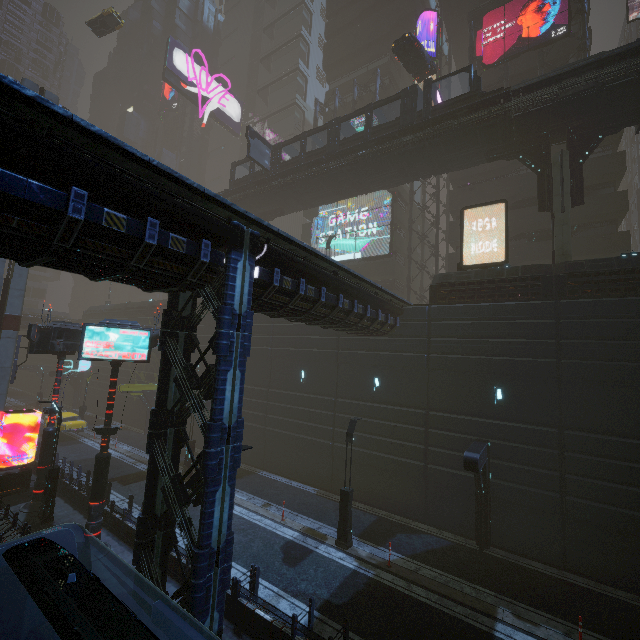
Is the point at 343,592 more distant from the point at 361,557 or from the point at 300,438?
the point at 300,438

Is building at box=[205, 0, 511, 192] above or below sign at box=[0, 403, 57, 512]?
above

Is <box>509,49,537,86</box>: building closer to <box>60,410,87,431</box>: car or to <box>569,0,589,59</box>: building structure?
<box>569,0,589,59</box>: building structure

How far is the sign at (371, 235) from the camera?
32.41m

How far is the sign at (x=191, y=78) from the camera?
45.5m

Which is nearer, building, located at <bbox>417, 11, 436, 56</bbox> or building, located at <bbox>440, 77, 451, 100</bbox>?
building, located at <bbox>440, 77, 451, 100</bbox>

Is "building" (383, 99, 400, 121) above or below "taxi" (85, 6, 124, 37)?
below

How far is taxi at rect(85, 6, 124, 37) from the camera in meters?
33.9 m
